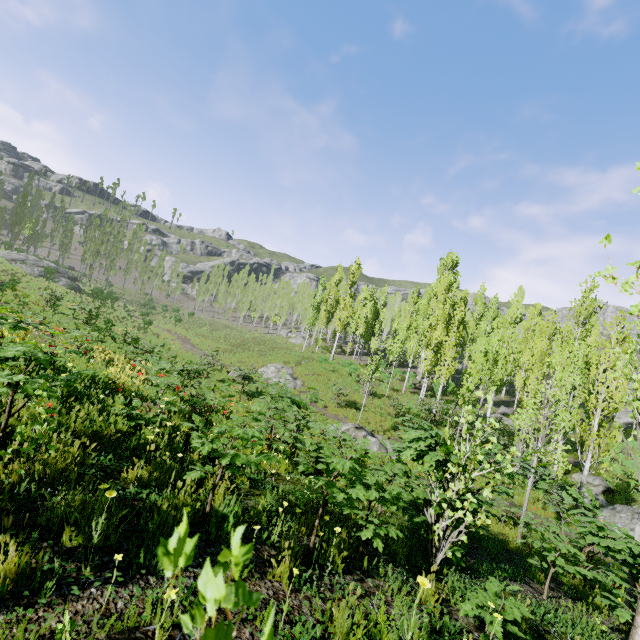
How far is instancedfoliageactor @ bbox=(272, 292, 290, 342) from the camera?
48.6 meters

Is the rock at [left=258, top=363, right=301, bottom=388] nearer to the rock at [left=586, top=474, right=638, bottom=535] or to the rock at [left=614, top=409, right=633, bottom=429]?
the rock at [left=586, top=474, right=638, bottom=535]

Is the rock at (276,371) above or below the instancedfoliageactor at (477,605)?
below

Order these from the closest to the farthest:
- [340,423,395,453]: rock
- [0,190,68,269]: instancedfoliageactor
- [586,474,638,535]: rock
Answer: [586,474,638,535]: rock, [340,423,395,453]: rock, [0,190,68,269]: instancedfoliageactor

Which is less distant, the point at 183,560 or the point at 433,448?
the point at 183,560

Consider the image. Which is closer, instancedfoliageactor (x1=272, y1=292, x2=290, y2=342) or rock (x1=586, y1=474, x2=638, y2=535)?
rock (x1=586, y1=474, x2=638, y2=535)

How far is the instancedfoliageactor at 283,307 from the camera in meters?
48.6 m

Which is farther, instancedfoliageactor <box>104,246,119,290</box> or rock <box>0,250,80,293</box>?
instancedfoliageactor <box>104,246,119,290</box>
